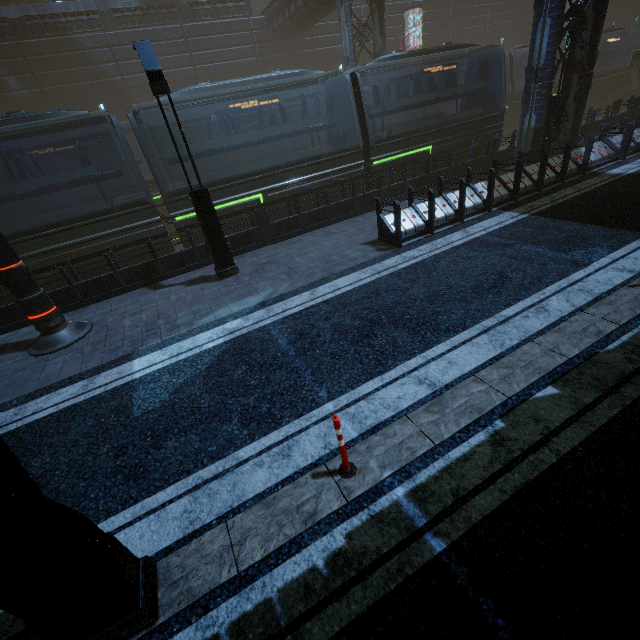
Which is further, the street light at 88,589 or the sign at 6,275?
the sign at 6,275

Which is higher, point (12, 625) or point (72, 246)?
point (72, 246)

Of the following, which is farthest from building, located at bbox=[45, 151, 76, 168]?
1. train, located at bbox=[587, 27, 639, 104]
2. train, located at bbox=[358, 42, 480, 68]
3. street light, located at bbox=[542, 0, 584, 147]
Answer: train, located at bbox=[358, 42, 480, 68]

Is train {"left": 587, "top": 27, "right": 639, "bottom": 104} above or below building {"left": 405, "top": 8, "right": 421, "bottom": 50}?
below

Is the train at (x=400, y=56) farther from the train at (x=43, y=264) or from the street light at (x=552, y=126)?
the train at (x=43, y=264)

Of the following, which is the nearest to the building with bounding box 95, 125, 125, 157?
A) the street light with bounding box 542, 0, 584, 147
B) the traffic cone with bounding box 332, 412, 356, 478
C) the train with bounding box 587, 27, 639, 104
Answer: the street light with bounding box 542, 0, 584, 147

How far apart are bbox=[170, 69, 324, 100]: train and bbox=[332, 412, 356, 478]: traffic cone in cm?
1210

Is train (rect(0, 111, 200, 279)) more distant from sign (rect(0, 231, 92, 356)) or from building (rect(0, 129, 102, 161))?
sign (rect(0, 231, 92, 356))
